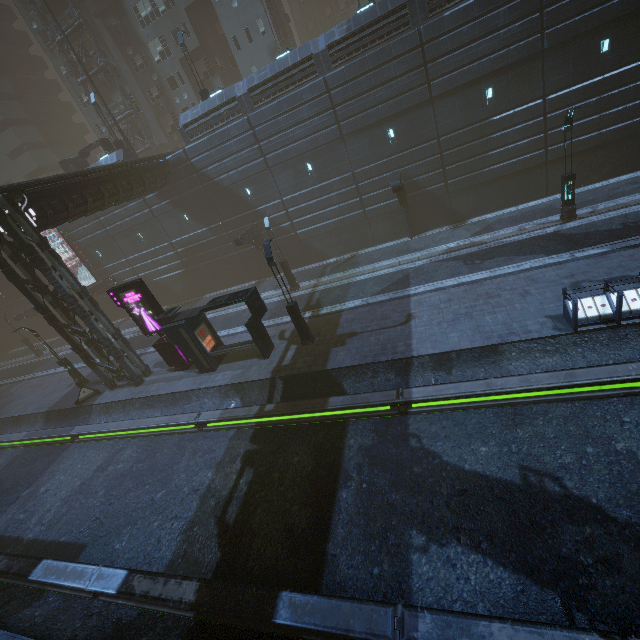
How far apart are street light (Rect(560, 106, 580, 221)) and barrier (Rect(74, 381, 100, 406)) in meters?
30.6 m

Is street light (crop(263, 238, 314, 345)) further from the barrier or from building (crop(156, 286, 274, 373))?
the barrier

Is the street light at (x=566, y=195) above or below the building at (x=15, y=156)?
below

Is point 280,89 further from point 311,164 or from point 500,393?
point 500,393

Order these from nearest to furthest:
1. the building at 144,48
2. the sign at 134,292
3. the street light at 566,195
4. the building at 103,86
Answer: the street light at 566,195, the sign at 134,292, the building at 144,48, the building at 103,86

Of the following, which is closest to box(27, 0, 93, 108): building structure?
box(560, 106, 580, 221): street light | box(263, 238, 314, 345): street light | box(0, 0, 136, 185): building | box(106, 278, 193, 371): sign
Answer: box(0, 0, 136, 185): building

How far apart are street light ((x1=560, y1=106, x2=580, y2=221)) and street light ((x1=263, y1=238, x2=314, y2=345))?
15.09m

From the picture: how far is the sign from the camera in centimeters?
1736cm
